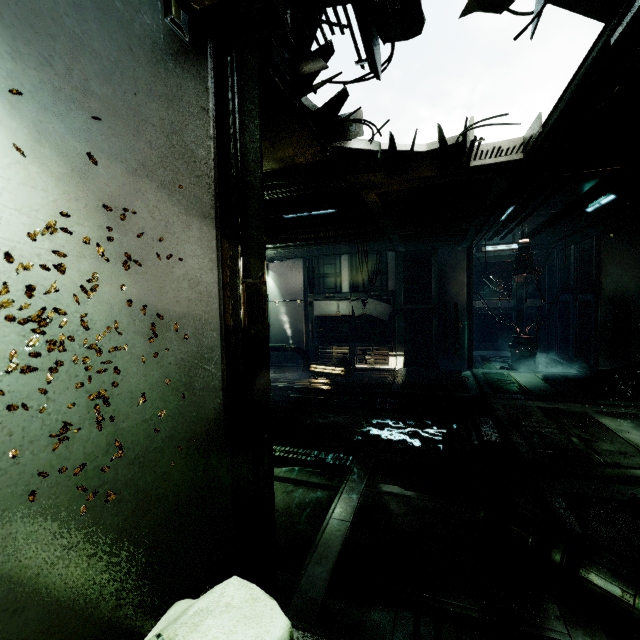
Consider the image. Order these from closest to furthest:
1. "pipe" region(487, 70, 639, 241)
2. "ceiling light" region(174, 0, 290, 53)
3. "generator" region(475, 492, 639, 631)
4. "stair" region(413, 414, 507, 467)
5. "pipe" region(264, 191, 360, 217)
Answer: "ceiling light" region(174, 0, 290, 53) → "generator" region(475, 492, 639, 631) → "pipe" region(487, 70, 639, 241) → "stair" region(413, 414, 507, 467) → "pipe" region(264, 191, 360, 217)

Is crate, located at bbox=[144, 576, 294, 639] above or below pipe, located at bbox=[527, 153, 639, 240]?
below

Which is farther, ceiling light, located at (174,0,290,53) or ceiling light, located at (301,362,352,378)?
ceiling light, located at (301,362,352,378)

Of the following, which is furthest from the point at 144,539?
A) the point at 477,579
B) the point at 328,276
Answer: the point at 328,276

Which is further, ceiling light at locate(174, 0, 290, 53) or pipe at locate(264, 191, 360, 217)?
pipe at locate(264, 191, 360, 217)

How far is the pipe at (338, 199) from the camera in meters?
7.2 m

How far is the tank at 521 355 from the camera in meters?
11.4

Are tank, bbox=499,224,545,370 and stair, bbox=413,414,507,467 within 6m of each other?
no
